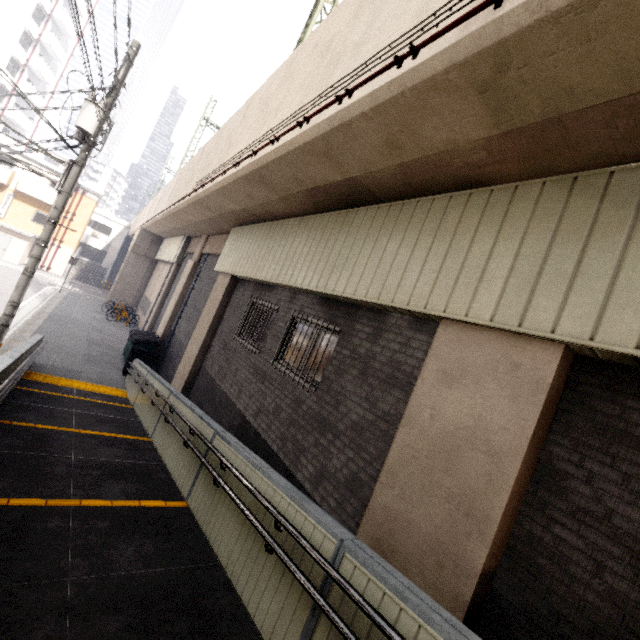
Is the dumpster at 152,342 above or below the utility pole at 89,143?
below

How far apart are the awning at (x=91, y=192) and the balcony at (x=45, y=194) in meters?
3.1

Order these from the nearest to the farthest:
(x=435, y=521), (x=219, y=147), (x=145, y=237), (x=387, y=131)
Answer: (x=435, y=521)
(x=387, y=131)
(x=219, y=147)
(x=145, y=237)

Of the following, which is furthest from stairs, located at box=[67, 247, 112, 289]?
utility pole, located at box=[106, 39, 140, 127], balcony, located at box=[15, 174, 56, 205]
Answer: utility pole, located at box=[106, 39, 140, 127]

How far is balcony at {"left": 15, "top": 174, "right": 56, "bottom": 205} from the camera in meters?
27.1 m

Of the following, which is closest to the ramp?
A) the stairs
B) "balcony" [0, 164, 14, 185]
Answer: "balcony" [0, 164, 14, 185]

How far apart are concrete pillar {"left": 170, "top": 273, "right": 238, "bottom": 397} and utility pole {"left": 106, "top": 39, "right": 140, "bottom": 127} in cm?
418

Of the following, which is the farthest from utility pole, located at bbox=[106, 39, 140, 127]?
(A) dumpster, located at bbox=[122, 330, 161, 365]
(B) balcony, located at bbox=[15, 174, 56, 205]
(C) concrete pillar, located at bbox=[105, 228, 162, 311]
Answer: (B) balcony, located at bbox=[15, 174, 56, 205]
